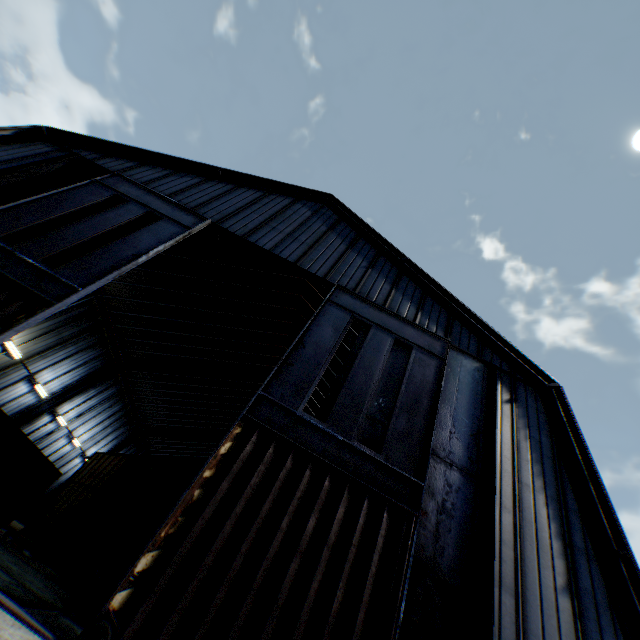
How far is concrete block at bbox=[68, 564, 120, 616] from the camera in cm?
806

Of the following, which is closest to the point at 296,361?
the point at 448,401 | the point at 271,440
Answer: the point at 271,440

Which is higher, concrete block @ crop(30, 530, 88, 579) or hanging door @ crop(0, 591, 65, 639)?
concrete block @ crop(30, 530, 88, 579)

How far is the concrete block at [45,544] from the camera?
12.0m

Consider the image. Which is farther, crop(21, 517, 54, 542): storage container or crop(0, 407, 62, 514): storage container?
crop(21, 517, 54, 542): storage container

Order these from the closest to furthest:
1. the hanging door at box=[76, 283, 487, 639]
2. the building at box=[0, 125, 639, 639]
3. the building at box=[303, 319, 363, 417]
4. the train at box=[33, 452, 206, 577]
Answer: the hanging door at box=[76, 283, 487, 639] → the building at box=[0, 125, 639, 639] → the train at box=[33, 452, 206, 577] → the building at box=[303, 319, 363, 417]

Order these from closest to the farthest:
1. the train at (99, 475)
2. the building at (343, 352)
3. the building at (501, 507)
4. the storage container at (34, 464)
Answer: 1. the building at (501, 507)
2. the train at (99, 475)
3. the storage container at (34, 464)
4. the building at (343, 352)

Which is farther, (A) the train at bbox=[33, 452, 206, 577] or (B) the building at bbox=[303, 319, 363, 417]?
(B) the building at bbox=[303, 319, 363, 417]
